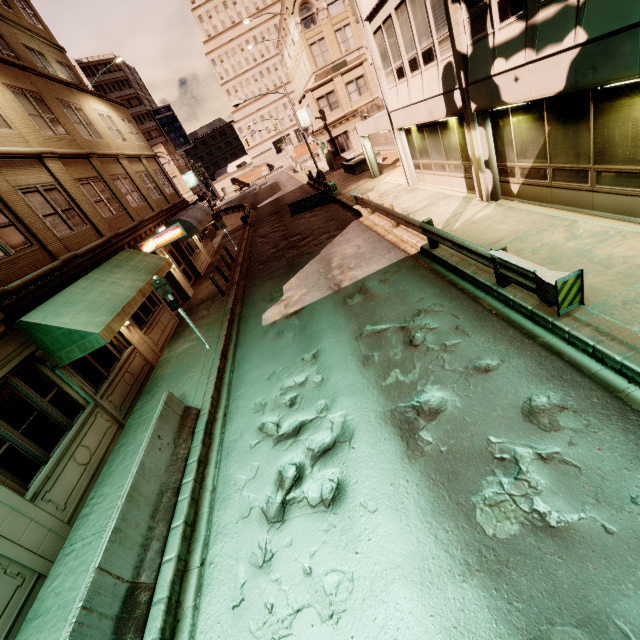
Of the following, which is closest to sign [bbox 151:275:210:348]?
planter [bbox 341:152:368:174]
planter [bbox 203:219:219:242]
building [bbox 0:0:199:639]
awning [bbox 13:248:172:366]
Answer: awning [bbox 13:248:172:366]

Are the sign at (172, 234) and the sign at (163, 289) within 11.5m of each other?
yes

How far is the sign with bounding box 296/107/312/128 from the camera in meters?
36.1 m

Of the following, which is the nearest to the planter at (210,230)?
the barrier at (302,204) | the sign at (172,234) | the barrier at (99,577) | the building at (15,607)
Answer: the building at (15,607)

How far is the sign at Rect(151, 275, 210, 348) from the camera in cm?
1038

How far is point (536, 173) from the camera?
9.38m

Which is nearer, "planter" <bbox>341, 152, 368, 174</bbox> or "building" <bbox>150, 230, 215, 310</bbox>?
"building" <bbox>150, 230, 215, 310</bbox>

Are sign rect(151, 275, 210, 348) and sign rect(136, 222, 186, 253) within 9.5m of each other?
yes
